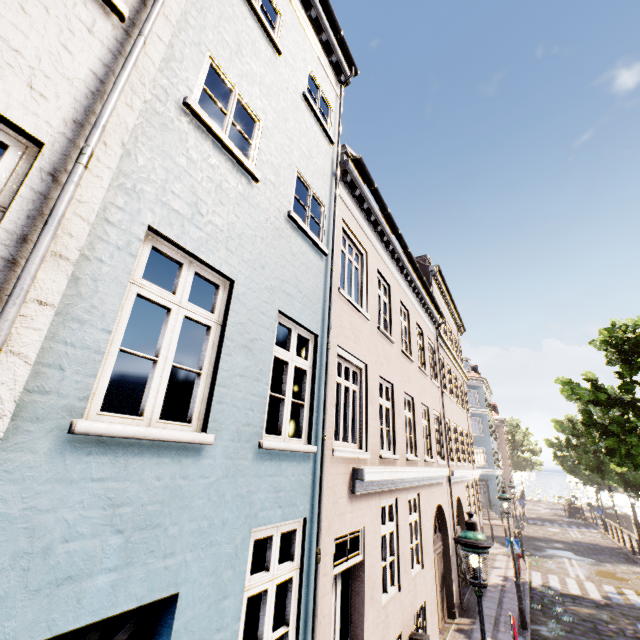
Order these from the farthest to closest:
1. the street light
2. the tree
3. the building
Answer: the tree, the street light, the building

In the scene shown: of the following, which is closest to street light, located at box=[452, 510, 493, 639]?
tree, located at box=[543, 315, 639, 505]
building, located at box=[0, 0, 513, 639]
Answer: tree, located at box=[543, 315, 639, 505]

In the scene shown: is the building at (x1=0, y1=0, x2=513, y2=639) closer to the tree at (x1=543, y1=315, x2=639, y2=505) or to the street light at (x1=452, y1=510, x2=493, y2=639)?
the tree at (x1=543, y1=315, x2=639, y2=505)

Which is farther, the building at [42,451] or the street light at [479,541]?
the street light at [479,541]

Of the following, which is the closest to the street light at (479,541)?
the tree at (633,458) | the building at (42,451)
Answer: the tree at (633,458)

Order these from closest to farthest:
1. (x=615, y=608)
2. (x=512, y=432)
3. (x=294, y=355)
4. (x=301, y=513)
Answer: (x=301, y=513) < (x=294, y=355) < (x=615, y=608) < (x=512, y=432)
